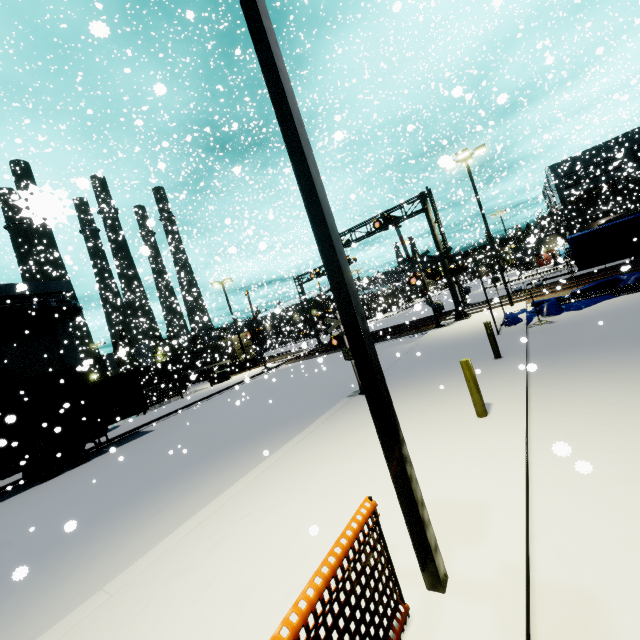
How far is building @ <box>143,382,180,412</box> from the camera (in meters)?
27.83

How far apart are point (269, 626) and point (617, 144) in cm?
6651

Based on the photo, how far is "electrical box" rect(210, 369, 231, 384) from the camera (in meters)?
30.33

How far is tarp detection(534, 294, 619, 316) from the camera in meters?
13.8 m

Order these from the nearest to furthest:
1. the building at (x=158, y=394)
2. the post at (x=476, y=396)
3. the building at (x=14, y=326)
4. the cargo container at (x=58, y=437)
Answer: the post at (x=476, y=396)
the cargo container at (x=58, y=437)
the building at (x=14, y=326)
the building at (x=158, y=394)

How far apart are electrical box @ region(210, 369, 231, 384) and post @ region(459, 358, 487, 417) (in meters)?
27.01

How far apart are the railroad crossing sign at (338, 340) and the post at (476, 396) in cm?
430

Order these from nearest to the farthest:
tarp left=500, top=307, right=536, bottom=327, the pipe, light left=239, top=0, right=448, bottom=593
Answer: light left=239, top=0, right=448, bottom=593, tarp left=500, top=307, right=536, bottom=327, the pipe
